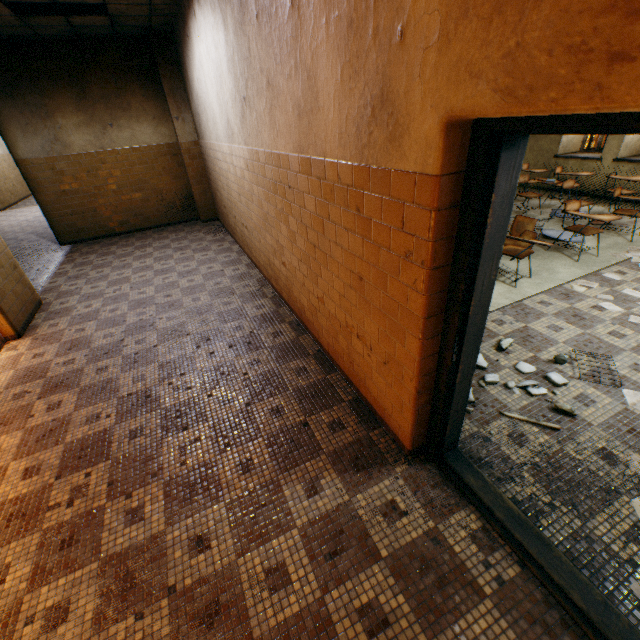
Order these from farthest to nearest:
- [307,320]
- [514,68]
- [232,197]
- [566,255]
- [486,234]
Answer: [232,197] → [566,255] → [307,320] → [486,234] → [514,68]

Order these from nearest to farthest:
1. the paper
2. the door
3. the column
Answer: the door → the paper → the column

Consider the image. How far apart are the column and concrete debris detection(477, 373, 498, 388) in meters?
8.2 m

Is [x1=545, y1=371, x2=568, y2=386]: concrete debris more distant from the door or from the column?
the column

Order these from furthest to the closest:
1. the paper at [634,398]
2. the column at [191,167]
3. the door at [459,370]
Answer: the column at [191,167], the paper at [634,398], the door at [459,370]

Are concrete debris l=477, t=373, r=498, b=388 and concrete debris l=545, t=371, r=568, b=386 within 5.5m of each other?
yes

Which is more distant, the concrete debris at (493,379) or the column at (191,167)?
the column at (191,167)
